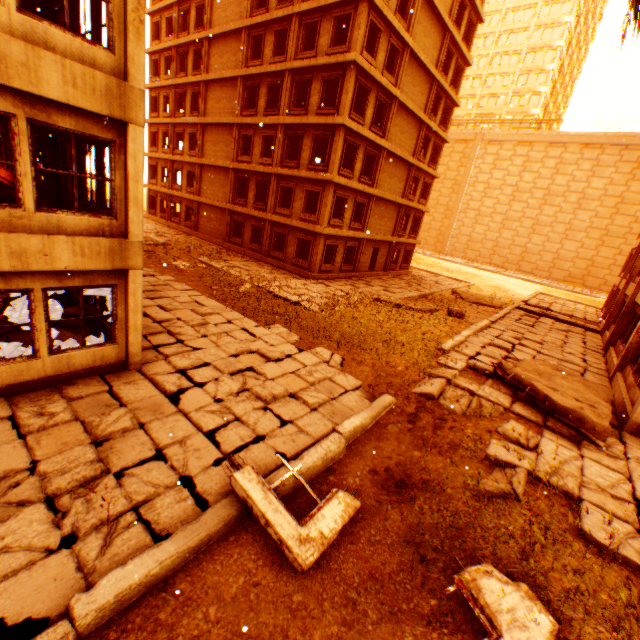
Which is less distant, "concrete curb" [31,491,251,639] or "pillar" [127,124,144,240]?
"concrete curb" [31,491,251,639]

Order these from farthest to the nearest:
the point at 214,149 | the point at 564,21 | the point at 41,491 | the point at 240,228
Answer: the point at 564,21, the point at 240,228, the point at 214,149, the point at 41,491

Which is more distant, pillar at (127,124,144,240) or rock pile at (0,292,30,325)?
rock pile at (0,292,30,325)

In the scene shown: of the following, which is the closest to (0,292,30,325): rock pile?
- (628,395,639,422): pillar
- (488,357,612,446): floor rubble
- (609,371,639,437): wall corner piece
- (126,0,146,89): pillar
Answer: (126,0,146,89): pillar

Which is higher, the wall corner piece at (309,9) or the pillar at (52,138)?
the wall corner piece at (309,9)

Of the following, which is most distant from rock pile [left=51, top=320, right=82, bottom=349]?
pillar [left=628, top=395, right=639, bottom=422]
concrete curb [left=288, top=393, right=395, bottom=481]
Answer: pillar [left=628, top=395, right=639, bottom=422]

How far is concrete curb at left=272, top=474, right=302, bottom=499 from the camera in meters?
5.5 m

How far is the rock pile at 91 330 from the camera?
8.5 meters
